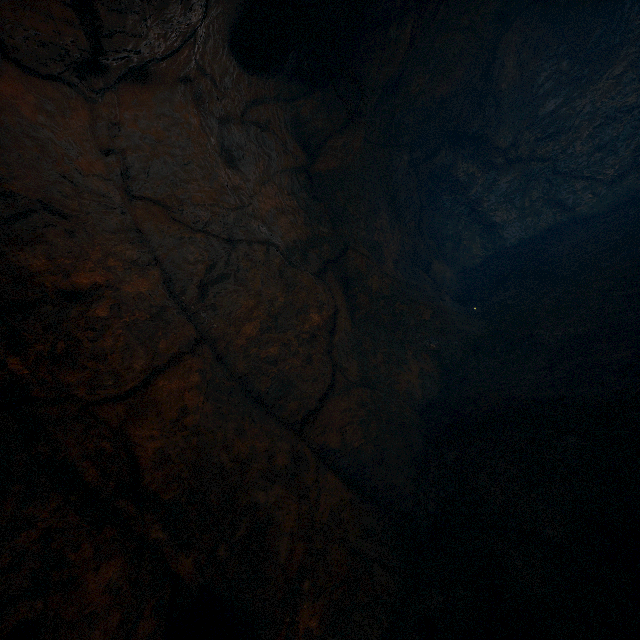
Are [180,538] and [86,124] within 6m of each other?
yes
